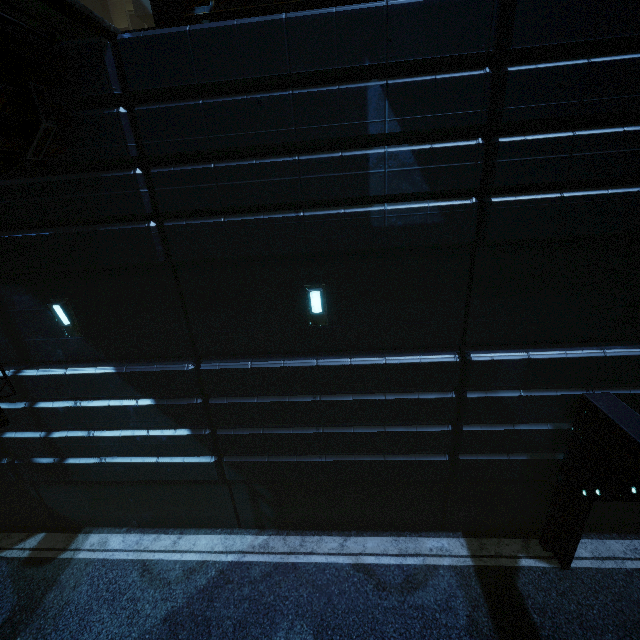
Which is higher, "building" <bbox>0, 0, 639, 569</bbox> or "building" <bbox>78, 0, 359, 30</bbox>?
"building" <bbox>78, 0, 359, 30</bbox>

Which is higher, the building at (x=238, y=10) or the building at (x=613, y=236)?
the building at (x=238, y=10)

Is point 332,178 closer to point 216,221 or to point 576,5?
point 216,221
